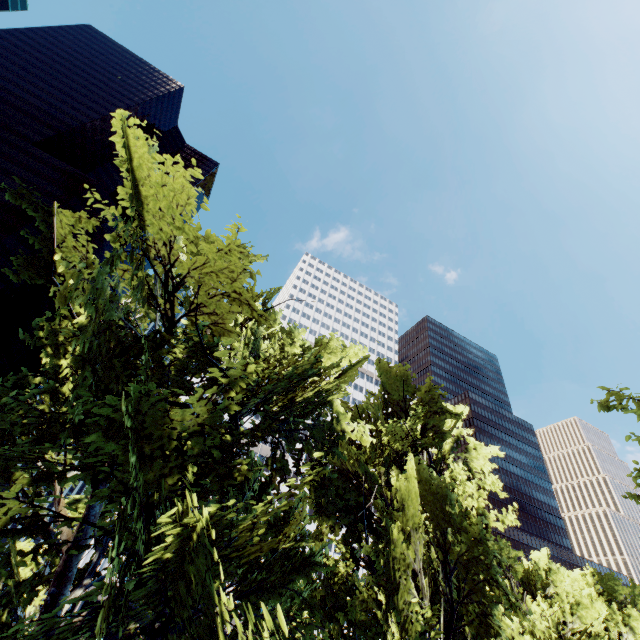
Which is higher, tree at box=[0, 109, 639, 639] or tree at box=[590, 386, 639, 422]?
tree at box=[590, 386, 639, 422]

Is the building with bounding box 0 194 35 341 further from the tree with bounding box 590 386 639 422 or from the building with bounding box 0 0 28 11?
the tree with bounding box 590 386 639 422

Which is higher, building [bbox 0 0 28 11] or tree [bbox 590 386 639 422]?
building [bbox 0 0 28 11]

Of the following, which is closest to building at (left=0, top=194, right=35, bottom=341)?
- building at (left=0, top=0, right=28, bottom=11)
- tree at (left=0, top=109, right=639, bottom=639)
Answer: building at (left=0, top=0, right=28, bottom=11)

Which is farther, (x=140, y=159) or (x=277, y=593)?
(x=277, y=593)

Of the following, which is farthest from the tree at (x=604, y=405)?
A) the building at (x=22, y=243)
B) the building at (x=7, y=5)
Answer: the building at (x=22, y=243)

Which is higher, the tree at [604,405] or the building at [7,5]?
the building at [7,5]
